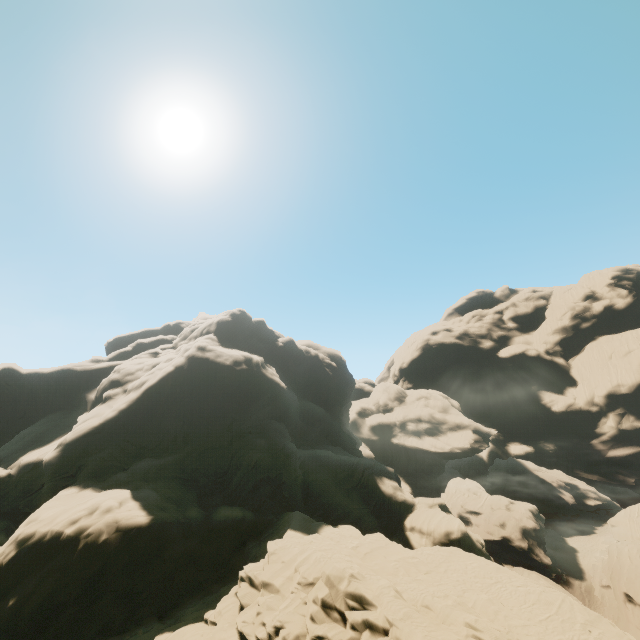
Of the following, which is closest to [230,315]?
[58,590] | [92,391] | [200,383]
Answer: [200,383]
